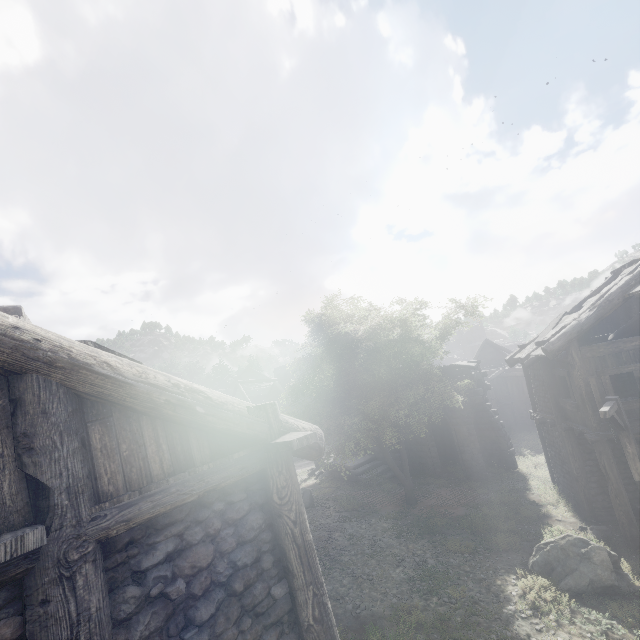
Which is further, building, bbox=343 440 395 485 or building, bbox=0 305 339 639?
building, bbox=343 440 395 485

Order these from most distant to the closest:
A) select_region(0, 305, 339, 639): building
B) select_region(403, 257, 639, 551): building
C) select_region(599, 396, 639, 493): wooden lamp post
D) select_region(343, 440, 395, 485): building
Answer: select_region(343, 440, 395, 485): building < select_region(403, 257, 639, 551): building < select_region(599, 396, 639, 493): wooden lamp post < select_region(0, 305, 339, 639): building

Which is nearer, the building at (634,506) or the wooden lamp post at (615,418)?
the wooden lamp post at (615,418)

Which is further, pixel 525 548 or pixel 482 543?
pixel 482 543

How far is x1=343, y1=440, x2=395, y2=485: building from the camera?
20.36m

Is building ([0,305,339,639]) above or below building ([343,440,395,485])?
above

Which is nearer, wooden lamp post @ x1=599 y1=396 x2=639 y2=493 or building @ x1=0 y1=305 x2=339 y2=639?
building @ x1=0 y1=305 x2=339 y2=639

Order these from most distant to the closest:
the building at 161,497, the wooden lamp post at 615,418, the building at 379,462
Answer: the building at 379,462, the wooden lamp post at 615,418, the building at 161,497
